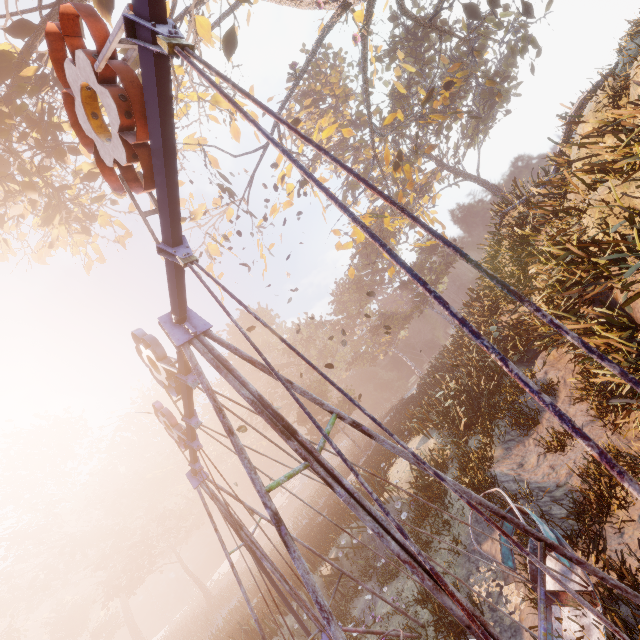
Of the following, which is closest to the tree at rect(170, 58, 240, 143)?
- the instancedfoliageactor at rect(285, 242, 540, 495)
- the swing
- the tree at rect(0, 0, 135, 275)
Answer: the tree at rect(0, 0, 135, 275)

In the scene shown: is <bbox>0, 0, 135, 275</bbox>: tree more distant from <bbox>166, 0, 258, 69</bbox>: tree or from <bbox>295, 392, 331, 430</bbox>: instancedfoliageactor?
<bbox>295, 392, 331, 430</bbox>: instancedfoliageactor

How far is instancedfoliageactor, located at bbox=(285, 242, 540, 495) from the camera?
10.7m

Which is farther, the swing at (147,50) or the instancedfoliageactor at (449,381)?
the instancedfoliageactor at (449,381)

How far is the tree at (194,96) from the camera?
12.48m

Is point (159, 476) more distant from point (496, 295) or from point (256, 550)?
point (496, 295)
